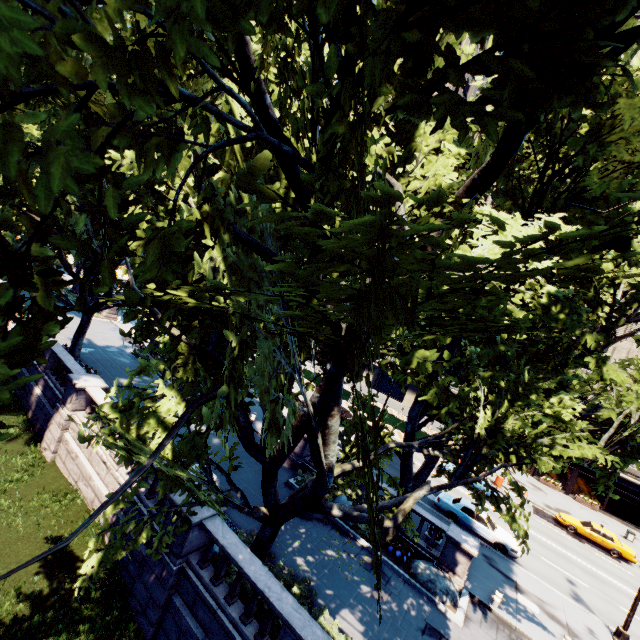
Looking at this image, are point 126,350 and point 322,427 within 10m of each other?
no

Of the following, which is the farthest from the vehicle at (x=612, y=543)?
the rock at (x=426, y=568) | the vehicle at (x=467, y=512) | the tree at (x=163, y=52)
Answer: the rock at (x=426, y=568)

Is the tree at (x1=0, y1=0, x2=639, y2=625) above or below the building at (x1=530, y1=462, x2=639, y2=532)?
above

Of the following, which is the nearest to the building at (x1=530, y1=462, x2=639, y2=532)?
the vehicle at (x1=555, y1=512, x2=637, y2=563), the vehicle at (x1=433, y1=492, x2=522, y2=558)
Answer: the vehicle at (x1=555, y1=512, x2=637, y2=563)

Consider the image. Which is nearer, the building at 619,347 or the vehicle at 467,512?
the vehicle at 467,512

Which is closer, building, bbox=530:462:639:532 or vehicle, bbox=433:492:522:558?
vehicle, bbox=433:492:522:558

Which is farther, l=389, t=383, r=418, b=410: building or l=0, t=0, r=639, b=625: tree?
l=389, t=383, r=418, b=410: building

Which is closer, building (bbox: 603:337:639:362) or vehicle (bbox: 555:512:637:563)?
vehicle (bbox: 555:512:637:563)
